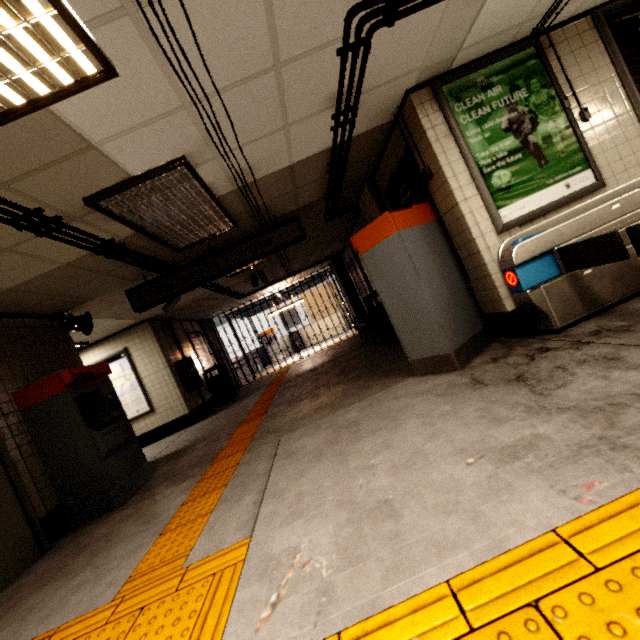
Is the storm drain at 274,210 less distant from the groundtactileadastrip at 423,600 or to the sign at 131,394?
the sign at 131,394

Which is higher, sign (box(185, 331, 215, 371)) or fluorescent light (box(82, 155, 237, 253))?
fluorescent light (box(82, 155, 237, 253))

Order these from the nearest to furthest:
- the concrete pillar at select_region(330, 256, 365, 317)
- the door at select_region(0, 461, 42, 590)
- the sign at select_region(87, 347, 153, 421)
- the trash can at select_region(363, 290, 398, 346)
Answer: the door at select_region(0, 461, 42, 590) → the trash can at select_region(363, 290, 398, 346) → the sign at select_region(87, 347, 153, 421) → the concrete pillar at select_region(330, 256, 365, 317)

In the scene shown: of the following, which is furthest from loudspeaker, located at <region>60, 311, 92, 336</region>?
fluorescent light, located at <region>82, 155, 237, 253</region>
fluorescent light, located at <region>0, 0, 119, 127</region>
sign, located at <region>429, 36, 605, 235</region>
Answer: sign, located at <region>429, 36, 605, 235</region>

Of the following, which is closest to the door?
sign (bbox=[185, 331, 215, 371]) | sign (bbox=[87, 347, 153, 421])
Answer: sign (bbox=[87, 347, 153, 421])

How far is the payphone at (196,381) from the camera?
8.5 meters

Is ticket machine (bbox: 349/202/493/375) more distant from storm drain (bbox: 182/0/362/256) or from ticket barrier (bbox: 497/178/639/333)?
storm drain (bbox: 182/0/362/256)

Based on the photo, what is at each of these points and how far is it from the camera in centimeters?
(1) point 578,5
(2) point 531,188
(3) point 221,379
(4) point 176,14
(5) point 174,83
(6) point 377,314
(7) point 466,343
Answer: (1) storm drain, 337cm
(2) sign, 346cm
(3) trash can, 972cm
(4) storm drain, 180cm
(5) storm drain, 220cm
(6) trash can, 672cm
(7) ticket machine, 362cm
